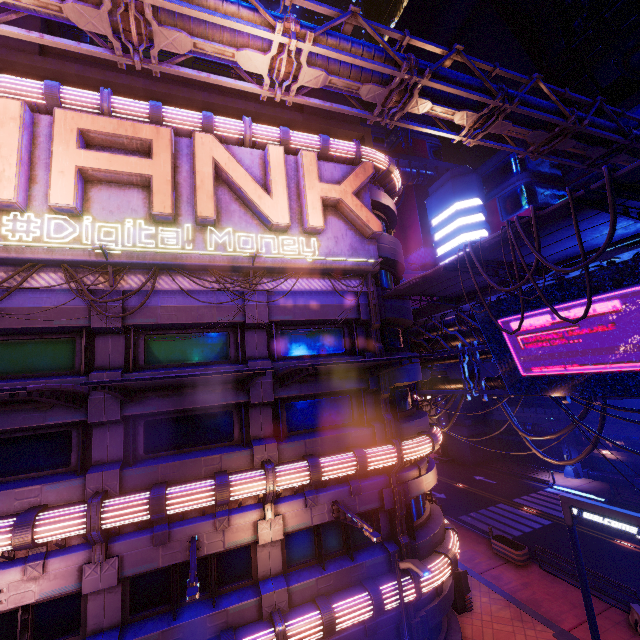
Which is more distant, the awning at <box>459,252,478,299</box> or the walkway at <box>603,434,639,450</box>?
the walkway at <box>603,434,639,450</box>

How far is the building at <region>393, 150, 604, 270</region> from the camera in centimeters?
4229cm

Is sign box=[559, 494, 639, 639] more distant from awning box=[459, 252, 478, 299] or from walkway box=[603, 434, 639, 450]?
walkway box=[603, 434, 639, 450]

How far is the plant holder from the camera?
19.4m

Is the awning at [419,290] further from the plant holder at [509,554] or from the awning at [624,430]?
the awning at [624,430]

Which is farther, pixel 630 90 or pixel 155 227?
pixel 630 90

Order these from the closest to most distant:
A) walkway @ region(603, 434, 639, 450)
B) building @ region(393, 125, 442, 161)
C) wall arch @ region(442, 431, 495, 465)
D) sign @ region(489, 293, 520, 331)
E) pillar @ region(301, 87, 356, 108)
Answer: sign @ region(489, 293, 520, 331), pillar @ region(301, 87, 356, 108), walkway @ region(603, 434, 639, 450), wall arch @ region(442, 431, 495, 465), building @ region(393, 125, 442, 161)

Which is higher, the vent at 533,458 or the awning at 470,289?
the awning at 470,289
